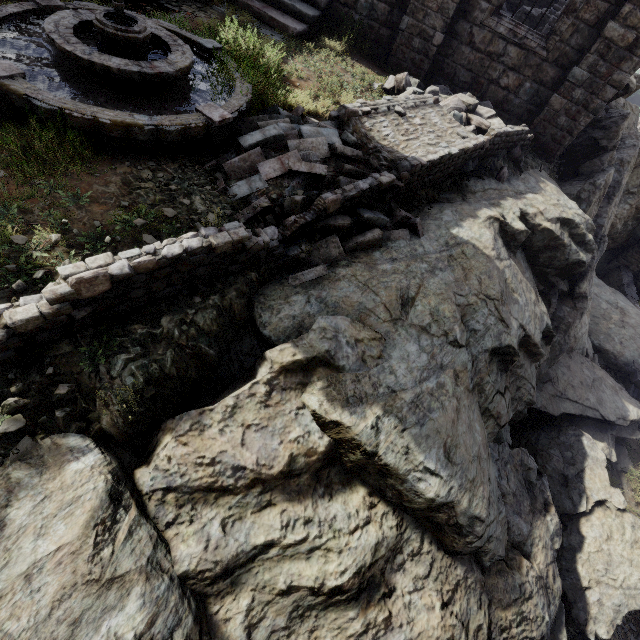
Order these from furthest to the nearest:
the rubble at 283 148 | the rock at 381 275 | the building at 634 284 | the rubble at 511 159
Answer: the building at 634 284
the rubble at 511 159
the rubble at 283 148
the rock at 381 275

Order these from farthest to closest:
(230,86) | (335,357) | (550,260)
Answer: (550,260), (230,86), (335,357)

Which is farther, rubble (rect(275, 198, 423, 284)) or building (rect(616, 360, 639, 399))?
building (rect(616, 360, 639, 399))

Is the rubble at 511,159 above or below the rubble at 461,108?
below

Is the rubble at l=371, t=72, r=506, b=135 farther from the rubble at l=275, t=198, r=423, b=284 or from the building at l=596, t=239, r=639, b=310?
the building at l=596, t=239, r=639, b=310

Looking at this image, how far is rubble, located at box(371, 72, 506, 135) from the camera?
8.4m

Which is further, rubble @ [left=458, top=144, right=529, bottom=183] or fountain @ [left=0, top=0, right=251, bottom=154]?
rubble @ [left=458, top=144, right=529, bottom=183]
